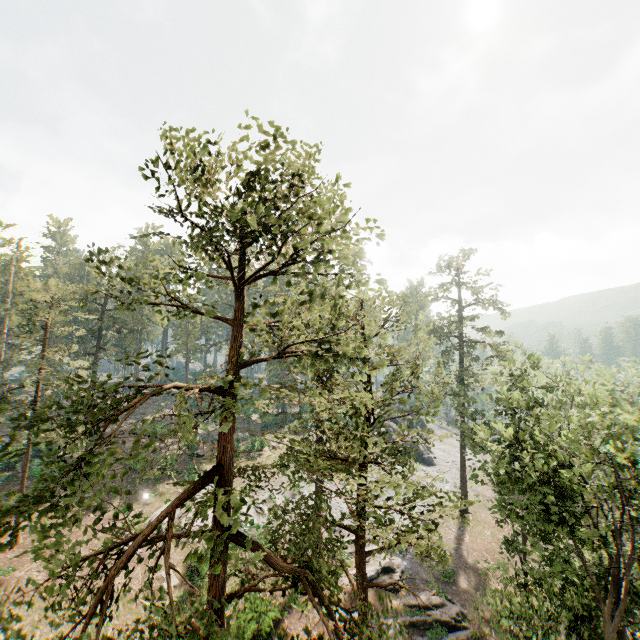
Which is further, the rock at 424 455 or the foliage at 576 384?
the rock at 424 455

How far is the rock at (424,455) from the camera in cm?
4834

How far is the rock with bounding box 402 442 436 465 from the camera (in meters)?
48.34

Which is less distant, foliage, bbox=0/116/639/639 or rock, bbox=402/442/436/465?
foliage, bbox=0/116/639/639

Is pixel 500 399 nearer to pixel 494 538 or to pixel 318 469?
pixel 318 469

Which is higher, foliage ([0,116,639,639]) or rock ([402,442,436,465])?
foliage ([0,116,639,639])
